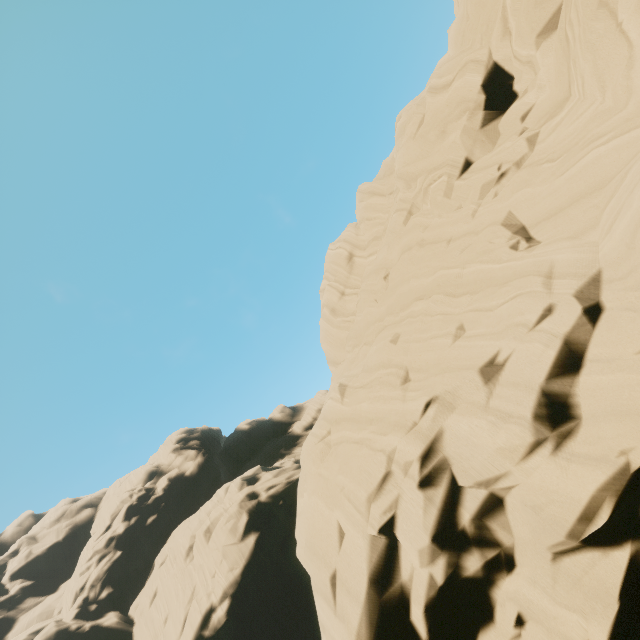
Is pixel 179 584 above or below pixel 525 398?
above
